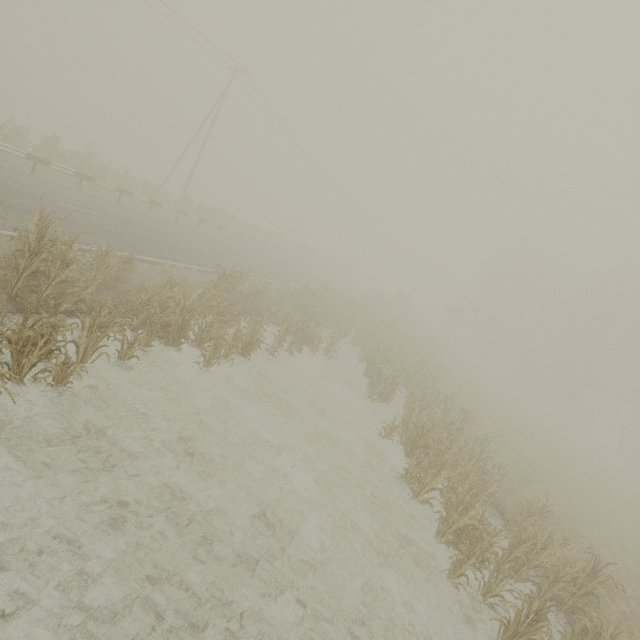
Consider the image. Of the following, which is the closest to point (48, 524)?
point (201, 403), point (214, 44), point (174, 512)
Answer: point (174, 512)

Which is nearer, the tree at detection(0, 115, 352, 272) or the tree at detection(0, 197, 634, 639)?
the tree at detection(0, 197, 634, 639)

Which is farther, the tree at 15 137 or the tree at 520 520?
the tree at 15 137
